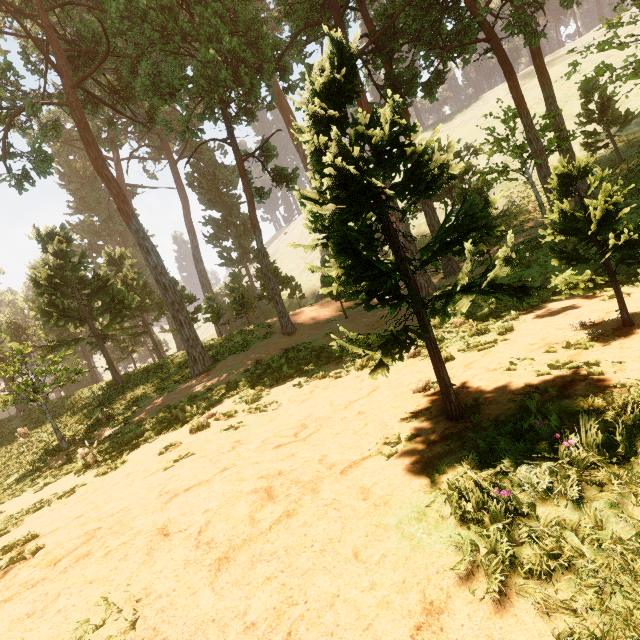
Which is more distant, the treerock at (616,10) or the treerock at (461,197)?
the treerock at (616,10)

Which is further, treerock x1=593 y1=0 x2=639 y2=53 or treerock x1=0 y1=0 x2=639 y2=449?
treerock x1=593 y1=0 x2=639 y2=53

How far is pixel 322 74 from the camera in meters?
4.4 m
